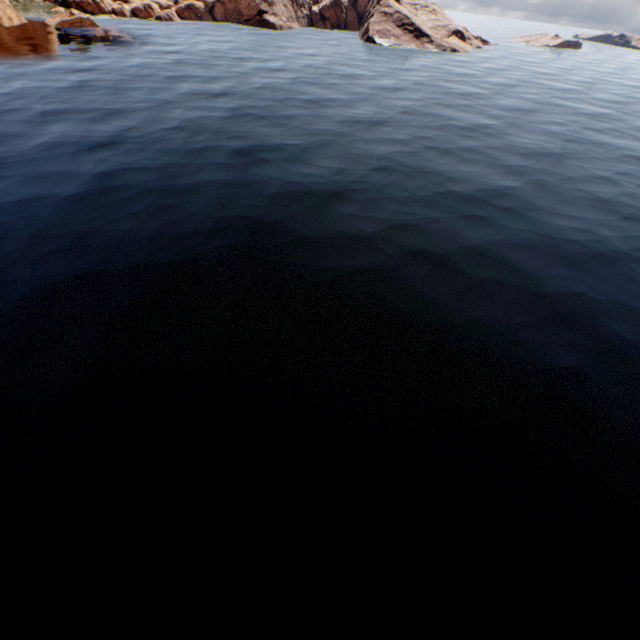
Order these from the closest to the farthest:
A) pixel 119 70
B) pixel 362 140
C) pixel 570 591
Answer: pixel 570 591
pixel 362 140
pixel 119 70
